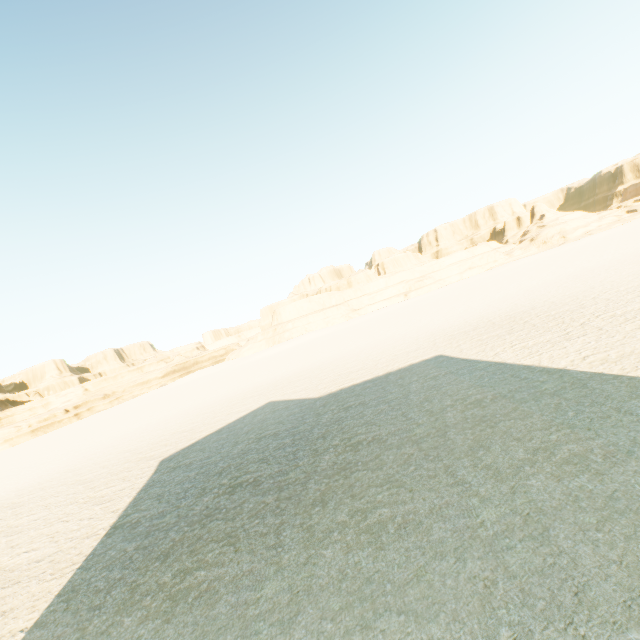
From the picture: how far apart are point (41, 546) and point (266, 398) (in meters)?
12.25
